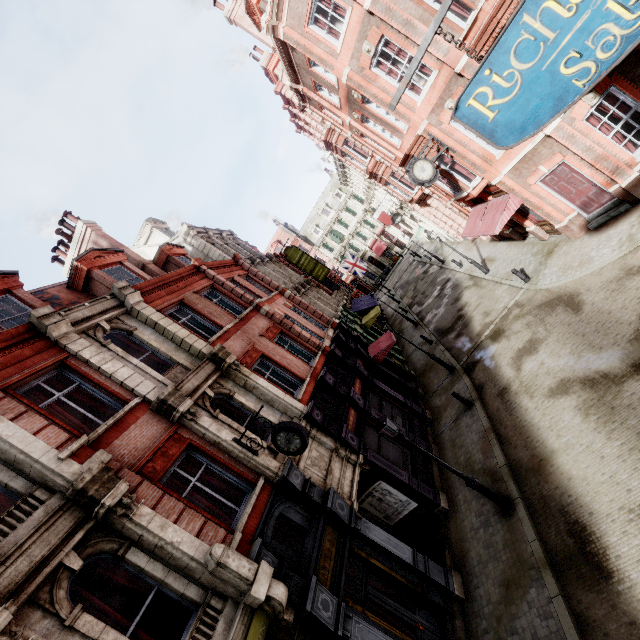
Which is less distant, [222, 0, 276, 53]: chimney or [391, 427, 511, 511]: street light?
[391, 427, 511, 511]: street light

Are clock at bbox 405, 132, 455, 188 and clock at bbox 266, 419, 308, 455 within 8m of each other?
no

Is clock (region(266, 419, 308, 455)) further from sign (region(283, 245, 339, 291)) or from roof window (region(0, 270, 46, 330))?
sign (region(283, 245, 339, 291))

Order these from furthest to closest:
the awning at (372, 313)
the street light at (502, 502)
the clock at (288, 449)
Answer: the awning at (372, 313), the street light at (502, 502), the clock at (288, 449)

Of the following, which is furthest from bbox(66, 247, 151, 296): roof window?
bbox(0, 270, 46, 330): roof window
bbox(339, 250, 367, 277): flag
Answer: bbox(339, 250, 367, 277): flag

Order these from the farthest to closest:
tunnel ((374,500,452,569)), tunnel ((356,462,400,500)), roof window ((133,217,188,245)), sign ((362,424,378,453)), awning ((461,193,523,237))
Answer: roof window ((133,217,188,245)), awning ((461,193,523,237)), sign ((362,424,378,453)), tunnel ((356,462,400,500)), tunnel ((374,500,452,569))

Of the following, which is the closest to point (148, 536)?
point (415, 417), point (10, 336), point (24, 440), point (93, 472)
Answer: point (93, 472)

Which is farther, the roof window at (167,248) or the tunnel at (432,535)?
the roof window at (167,248)
